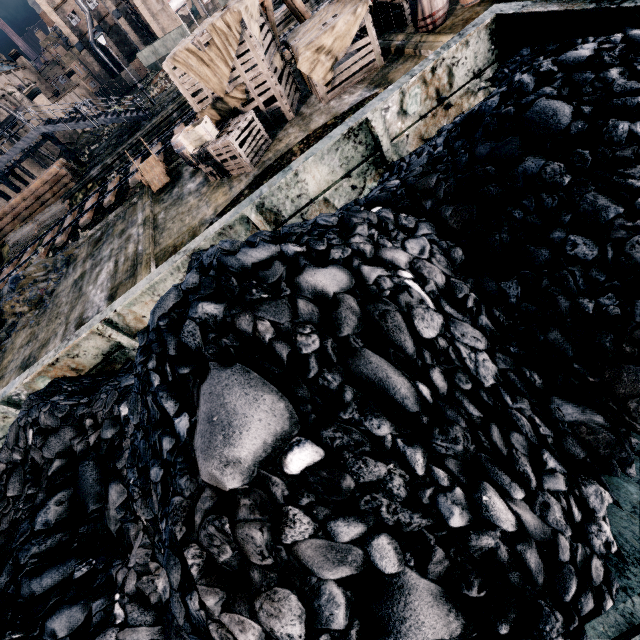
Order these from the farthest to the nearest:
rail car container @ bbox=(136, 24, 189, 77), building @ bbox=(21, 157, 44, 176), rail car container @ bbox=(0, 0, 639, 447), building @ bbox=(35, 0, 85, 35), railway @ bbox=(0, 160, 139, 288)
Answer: building @ bbox=(35, 0, 85, 35) → rail car container @ bbox=(136, 24, 189, 77) → building @ bbox=(21, 157, 44, 176) → railway @ bbox=(0, 160, 139, 288) → rail car container @ bbox=(0, 0, 639, 447)

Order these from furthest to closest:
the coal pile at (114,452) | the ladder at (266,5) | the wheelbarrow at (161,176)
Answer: the wheelbarrow at (161,176) < the ladder at (266,5) < the coal pile at (114,452)

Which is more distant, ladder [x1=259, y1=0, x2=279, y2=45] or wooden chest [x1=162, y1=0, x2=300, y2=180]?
ladder [x1=259, y1=0, x2=279, y2=45]

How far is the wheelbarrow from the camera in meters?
15.4

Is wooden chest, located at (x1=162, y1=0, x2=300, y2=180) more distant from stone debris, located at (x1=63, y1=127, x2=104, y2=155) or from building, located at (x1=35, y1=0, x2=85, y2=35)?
building, located at (x1=35, y1=0, x2=85, y2=35)

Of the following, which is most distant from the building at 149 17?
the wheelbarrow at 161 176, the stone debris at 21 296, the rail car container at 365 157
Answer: the rail car container at 365 157

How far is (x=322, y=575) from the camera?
1.30m

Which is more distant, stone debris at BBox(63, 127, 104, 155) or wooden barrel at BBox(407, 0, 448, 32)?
stone debris at BBox(63, 127, 104, 155)
